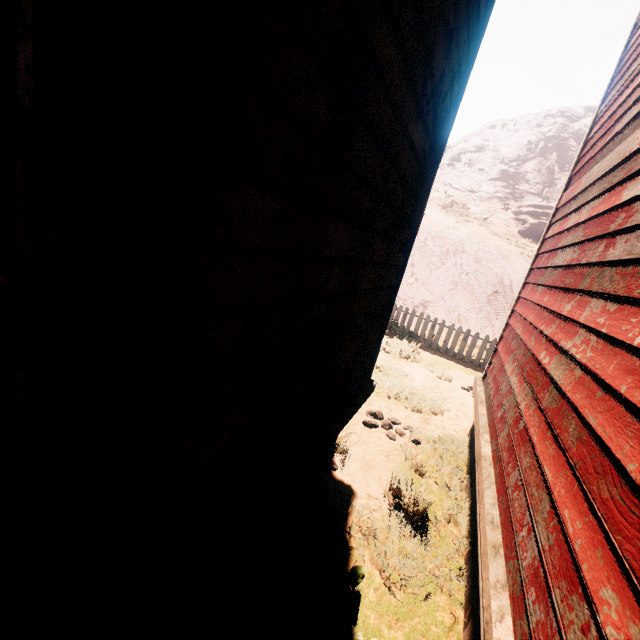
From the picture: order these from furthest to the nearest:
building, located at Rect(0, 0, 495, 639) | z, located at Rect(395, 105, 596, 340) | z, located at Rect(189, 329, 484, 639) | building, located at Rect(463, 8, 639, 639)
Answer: z, located at Rect(395, 105, 596, 340) < z, located at Rect(189, 329, 484, 639) < building, located at Rect(463, 8, 639, 639) < building, located at Rect(0, 0, 495, 639)

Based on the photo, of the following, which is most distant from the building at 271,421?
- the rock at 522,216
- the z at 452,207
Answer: the rock at 522,216

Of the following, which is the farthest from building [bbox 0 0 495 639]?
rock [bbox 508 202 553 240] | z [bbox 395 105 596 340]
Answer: rock [bbox 508 202 553 240]

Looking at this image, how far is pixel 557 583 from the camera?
1.4m

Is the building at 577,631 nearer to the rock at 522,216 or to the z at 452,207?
the z at 452,207

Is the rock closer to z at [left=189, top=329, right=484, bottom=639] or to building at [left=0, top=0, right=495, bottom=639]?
z at [left=189, top=329, right=484, bottom=639]

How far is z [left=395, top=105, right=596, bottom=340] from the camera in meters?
13.0
